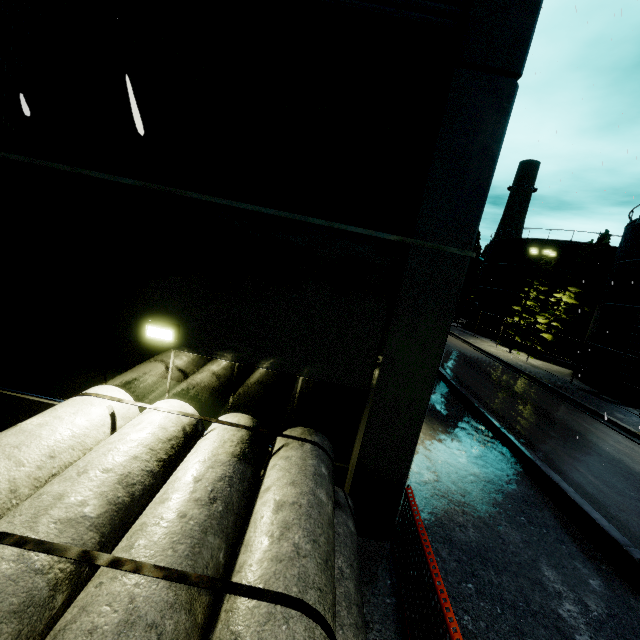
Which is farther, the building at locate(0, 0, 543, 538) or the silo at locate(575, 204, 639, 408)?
the silo at locate(575, 204, 639, 408)

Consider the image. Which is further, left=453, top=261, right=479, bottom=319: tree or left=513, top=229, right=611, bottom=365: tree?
left=453, top=261, right=479, bottom=319: tree

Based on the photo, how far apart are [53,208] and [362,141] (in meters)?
5.10

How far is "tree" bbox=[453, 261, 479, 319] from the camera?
48.53m

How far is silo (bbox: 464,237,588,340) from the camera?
33.8 meters

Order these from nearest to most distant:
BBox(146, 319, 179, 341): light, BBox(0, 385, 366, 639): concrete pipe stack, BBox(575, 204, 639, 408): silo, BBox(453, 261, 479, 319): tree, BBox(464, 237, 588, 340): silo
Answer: BBox(0, 385, 366, 639): concrete pipe stack → BBox(146, 319, 179, 341): light → BBox(575, 204, 639, 408): silo → BBox(464, 237, 588, 340): silo → BBox(453, 261, 479, 319): tree

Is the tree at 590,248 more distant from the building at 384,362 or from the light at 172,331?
the light at 172,331

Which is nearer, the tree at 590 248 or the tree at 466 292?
the tree at 590 248
